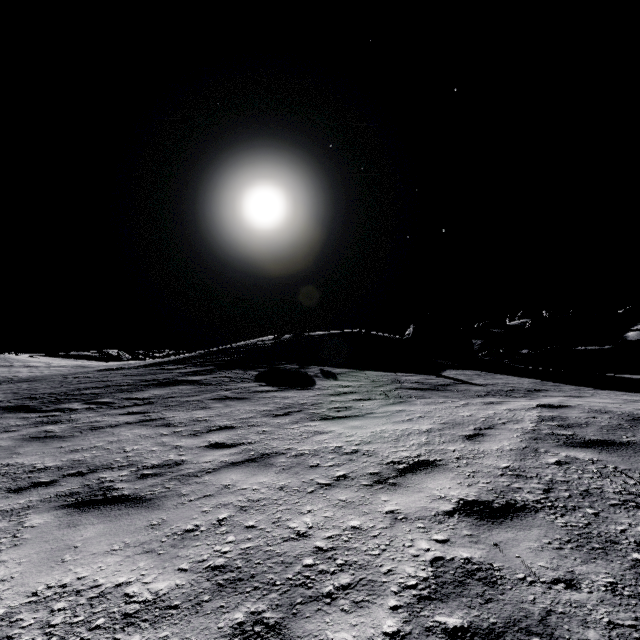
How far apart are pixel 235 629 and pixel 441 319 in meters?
24.7

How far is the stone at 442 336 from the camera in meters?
22.5

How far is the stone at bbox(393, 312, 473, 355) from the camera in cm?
2247
